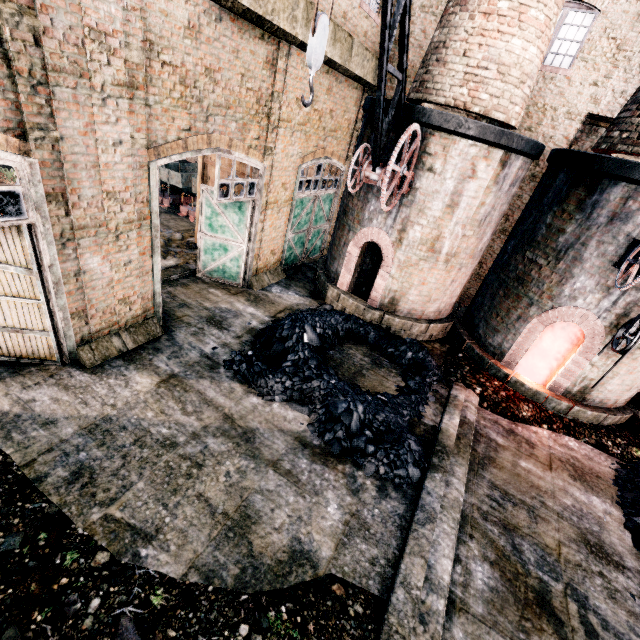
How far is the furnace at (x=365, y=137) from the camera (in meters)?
10.86

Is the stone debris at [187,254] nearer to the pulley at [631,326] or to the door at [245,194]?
the door at [245,194]

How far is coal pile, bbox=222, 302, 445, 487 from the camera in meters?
7.8

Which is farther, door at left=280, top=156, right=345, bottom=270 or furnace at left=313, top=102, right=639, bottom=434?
door at left=280, top=156, right=345, bottom=270

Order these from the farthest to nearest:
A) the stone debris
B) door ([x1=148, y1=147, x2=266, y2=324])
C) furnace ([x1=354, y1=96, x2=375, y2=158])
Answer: the stone debris, furnace ([x1=354, y1=96, x2=375, y2=158]), door ([x1=148, y1=147, x2=266, y2=324])

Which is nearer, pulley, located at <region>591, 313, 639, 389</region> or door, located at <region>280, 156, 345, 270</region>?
pulley, located at <region>591, 313, 639, 389</region>

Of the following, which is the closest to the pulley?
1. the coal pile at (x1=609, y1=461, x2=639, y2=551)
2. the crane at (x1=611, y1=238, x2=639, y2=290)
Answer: the crane at (x1=611, y1=238, x2=639, y2=290)

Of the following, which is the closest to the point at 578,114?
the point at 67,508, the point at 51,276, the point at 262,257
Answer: the point at 262,257
